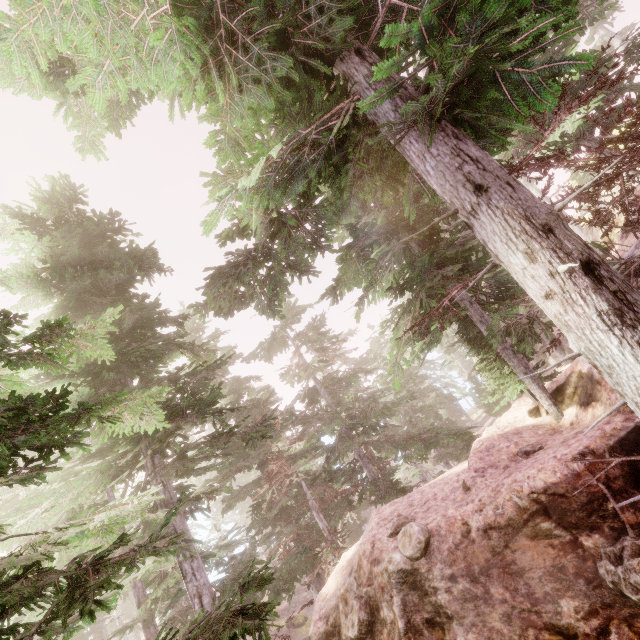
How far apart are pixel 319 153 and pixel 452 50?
3.0m

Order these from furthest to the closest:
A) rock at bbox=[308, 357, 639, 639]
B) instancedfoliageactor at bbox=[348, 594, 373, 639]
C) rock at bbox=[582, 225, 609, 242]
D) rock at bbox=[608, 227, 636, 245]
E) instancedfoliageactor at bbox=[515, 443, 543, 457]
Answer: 1. rock at bbox=[582, 225, 609, 242]
2. rock at bbox=[608, 227, 636, 245]
3. instancedfoliageactor at bbox=[515, 443, 543, 457]
4. instancedfoliageactor at bbox=[348, 594, 373, 639]
5. rock at bbox=[308, 357, 639, 639]

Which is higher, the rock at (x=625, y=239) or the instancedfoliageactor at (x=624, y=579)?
the rock at (x=625, y=239)

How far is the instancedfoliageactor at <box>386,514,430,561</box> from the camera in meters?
6.2

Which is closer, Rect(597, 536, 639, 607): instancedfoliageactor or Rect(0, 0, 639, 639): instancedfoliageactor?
Rect(0, 0, 639, 639): instancedfoliageactor

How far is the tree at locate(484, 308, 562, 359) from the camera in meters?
5.9

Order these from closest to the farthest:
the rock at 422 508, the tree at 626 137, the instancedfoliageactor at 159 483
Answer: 1. the instancedfoliageactor at 159 483
2. the tree at 626 137
3. the rock at 422 508
